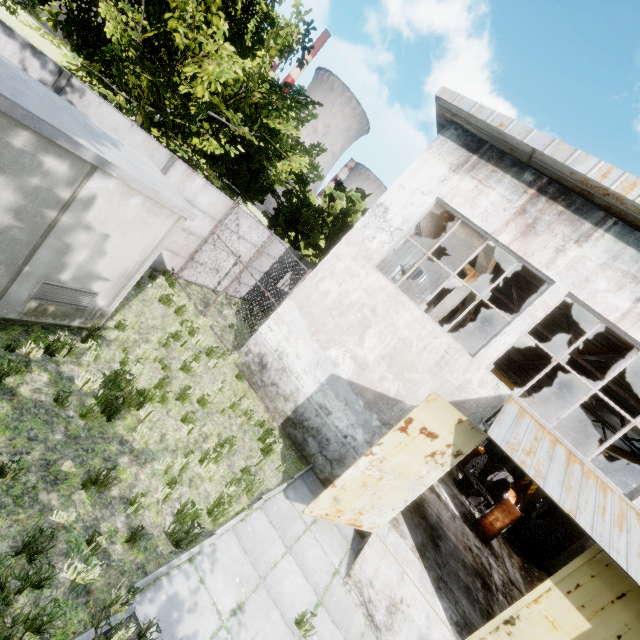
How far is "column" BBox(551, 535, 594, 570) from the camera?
16.1m

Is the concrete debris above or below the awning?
below

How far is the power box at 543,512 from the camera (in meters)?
26.03

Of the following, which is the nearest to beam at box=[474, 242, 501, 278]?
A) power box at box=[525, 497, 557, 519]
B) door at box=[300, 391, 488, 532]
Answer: door at box=[300, 391, 488, 532]

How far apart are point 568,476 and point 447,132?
9.0m

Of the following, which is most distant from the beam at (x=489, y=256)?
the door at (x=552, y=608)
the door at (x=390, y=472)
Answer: the door at (x=552, y=608)

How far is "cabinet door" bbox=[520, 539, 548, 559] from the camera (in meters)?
15.45

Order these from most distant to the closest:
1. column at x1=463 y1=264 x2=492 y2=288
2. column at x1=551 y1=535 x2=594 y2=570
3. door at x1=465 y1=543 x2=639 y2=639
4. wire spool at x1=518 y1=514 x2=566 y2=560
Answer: wire spool at x1=518 y1=514 x2=566 y2=560 < column at x1=551 y1=535 x2=594 y2=570 < column at x1=463 y1=264 x2=492 y2=288 < door at x1=465 y1=543 x2=639 y2=639
